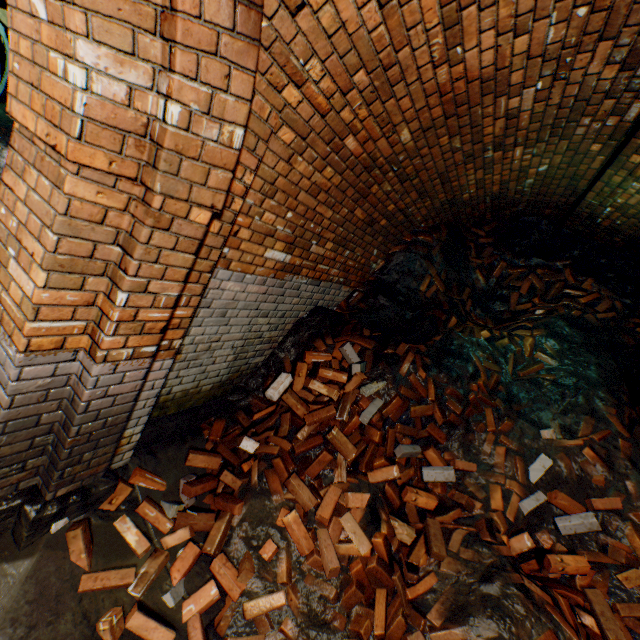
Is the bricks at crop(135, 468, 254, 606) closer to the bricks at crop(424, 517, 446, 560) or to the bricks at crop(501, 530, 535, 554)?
the bricks at crop(424, 517, 446, 560)

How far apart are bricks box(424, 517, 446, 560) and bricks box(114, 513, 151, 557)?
1.3 meters

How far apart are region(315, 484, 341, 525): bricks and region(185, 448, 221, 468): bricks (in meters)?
0.14

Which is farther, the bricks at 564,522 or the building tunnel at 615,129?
the bricks at 564,522

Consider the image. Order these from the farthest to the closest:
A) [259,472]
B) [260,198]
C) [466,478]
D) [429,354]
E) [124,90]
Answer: [429,354], [466,478], [259,472], [260,198], [124,90]

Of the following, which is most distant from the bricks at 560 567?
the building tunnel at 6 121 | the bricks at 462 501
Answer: the building tunnel at 6 121

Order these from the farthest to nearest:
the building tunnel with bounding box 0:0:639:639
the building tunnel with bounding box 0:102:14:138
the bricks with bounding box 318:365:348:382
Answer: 1. the building tunnel with bounding box 0:102:14:138
2. the bricks with bounding box 318:365:348:382
3. the building tunnel with bounding box 0:0:639:639

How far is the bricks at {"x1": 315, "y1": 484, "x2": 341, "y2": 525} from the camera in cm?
271
